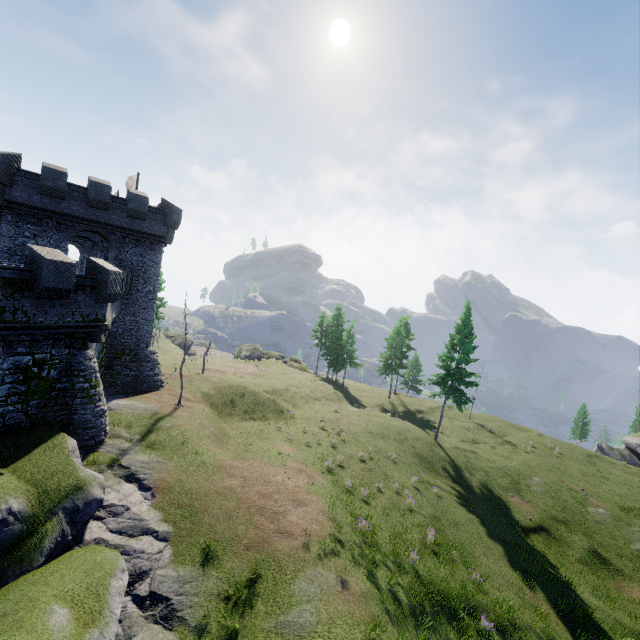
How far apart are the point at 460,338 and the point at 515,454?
15.7m
